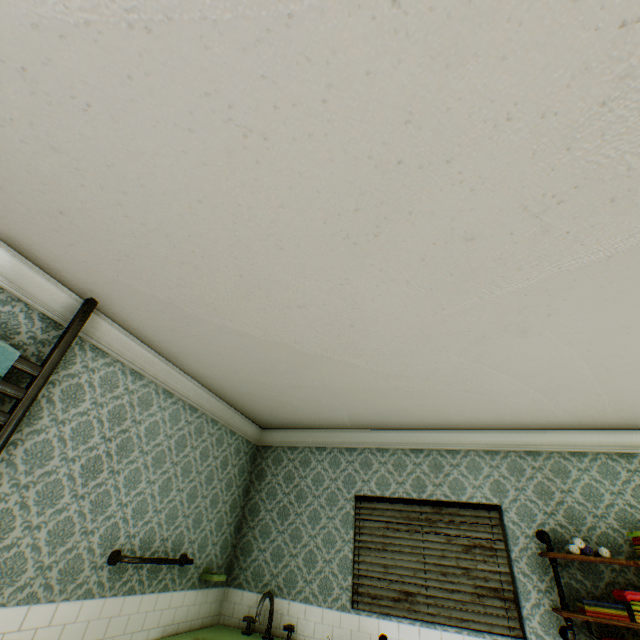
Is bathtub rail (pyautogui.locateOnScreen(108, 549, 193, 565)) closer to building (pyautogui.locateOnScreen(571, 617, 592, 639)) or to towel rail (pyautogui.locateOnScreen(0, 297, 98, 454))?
building (pyautogui.locateOnScreen(571, 617, 592, 639))

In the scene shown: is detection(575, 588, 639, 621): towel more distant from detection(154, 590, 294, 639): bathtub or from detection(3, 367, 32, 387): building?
detection(154, 590, 294, 639): bathtub

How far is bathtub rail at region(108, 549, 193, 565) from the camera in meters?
2.8

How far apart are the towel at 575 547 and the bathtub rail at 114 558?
3.8m

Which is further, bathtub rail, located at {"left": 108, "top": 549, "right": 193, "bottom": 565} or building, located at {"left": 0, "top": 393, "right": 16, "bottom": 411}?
bathtub rail, located at {"left": 108, "top": 549, "right": 193, "bottom": 565}

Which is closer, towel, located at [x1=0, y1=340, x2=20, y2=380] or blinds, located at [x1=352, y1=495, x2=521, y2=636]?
towel, located at [x1=0, y1=340, x2=20, y2=380]

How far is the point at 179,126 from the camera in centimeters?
148cm

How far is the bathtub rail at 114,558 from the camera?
2.8 meters
